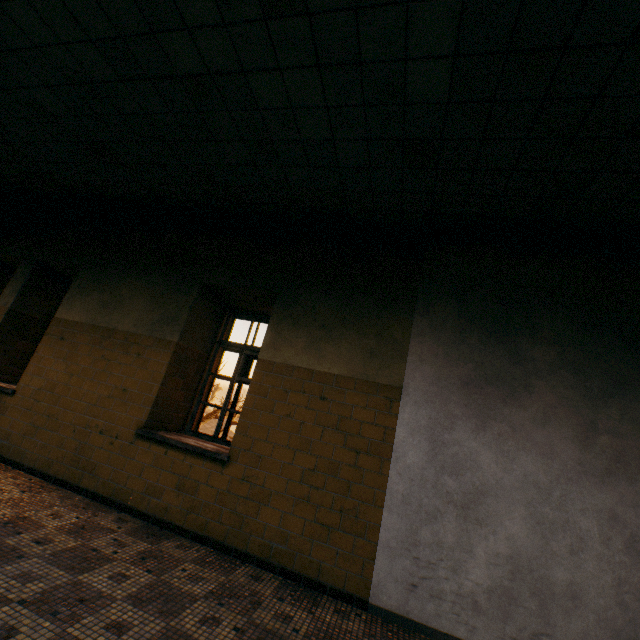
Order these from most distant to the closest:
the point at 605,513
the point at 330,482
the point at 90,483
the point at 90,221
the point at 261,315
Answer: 1. the point at 90,221
2. the point at 261,315
3. the point at 90,483
4. the point at 330,482
5. the point at 605,513
